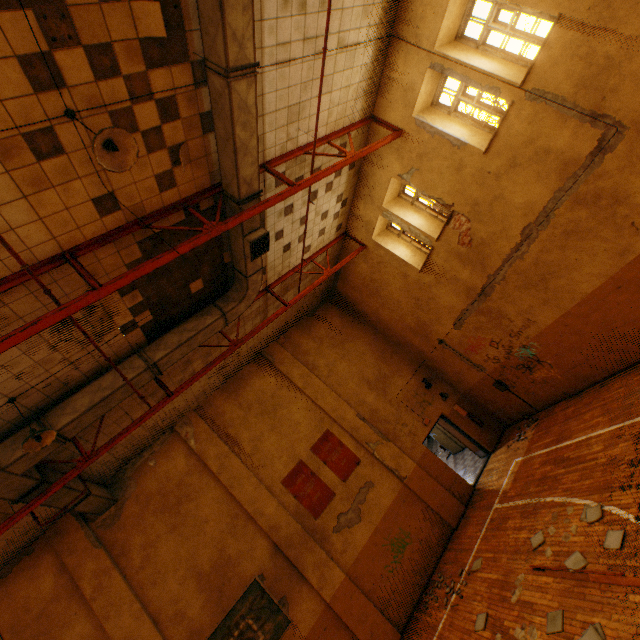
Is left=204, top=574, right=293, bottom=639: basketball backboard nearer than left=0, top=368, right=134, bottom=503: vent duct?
No

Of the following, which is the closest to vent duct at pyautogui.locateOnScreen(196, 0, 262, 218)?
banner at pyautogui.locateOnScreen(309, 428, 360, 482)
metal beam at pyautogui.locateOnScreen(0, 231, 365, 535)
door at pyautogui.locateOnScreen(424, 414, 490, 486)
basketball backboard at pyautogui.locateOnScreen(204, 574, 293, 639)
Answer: metal beam at pyautogui.locateOnScreen(0, 231, 365, 535)

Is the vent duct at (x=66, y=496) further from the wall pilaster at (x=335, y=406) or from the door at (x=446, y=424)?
the door at (x=446, y=424)

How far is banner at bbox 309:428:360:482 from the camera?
10.8m

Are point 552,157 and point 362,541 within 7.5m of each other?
no

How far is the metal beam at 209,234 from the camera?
5.4m

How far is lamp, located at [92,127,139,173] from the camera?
3.45m

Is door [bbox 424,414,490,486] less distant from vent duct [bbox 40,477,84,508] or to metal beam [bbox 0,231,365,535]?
metal beam [bbox 0,231,365,535]
